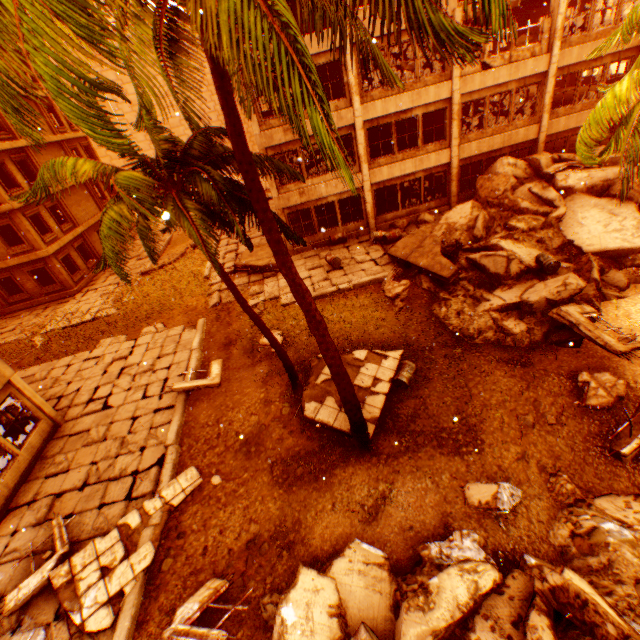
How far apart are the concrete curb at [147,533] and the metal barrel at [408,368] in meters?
7.4 m

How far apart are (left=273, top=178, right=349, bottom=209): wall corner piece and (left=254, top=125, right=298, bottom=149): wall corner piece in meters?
2.2 m

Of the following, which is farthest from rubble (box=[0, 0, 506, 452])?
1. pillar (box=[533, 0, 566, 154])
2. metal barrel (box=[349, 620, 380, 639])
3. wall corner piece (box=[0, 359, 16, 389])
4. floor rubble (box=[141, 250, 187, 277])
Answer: floor rubble (box=[141, 250, 187, 277])

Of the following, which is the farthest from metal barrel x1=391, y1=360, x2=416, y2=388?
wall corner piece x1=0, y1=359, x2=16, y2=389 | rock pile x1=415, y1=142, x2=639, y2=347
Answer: wall corner piece x1=0, y1=359, x2=16, y2=389

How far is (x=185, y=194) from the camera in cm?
623

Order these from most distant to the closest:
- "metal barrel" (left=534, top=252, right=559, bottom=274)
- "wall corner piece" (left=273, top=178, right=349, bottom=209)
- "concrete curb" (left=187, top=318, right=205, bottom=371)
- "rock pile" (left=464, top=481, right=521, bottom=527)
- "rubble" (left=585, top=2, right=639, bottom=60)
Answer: "wall corner piece" (left=273, top=178, right=349, bottom=209)
"concrete curb" (left=187, top=318, right=205, bottom=371)
"metal barrel" (left=534, top=252, right=559, bottom=274)
"rubble" (left=585, top=2, right=639, bottom=60)
"rock pile" (left=464, top=481, right=521, bottom=527)

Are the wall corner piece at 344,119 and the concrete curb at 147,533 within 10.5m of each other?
no

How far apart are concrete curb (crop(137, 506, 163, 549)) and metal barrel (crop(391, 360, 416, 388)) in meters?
7.4
